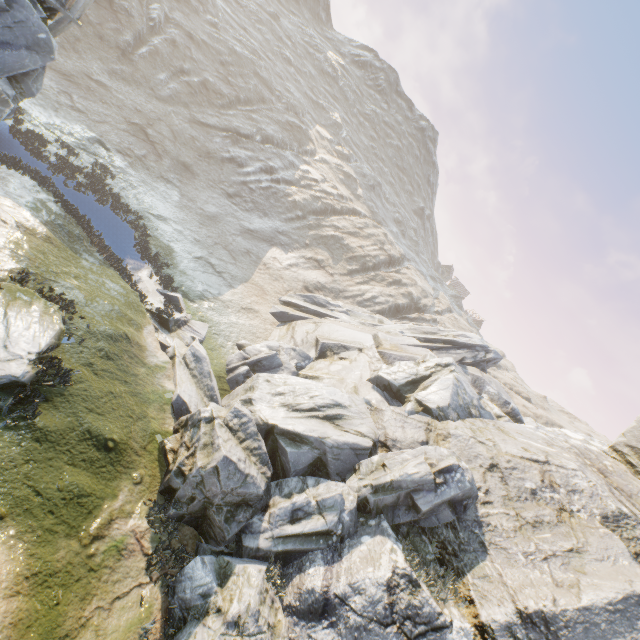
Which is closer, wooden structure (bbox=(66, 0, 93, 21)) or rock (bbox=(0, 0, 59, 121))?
rock (bbox=(0, 0, 59, 121))

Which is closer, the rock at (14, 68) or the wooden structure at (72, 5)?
the rock at (14, 68)

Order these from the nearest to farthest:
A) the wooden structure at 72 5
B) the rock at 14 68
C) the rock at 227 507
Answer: the rock at 227 507, the rock at 14 68, the wooden structure at 72 5

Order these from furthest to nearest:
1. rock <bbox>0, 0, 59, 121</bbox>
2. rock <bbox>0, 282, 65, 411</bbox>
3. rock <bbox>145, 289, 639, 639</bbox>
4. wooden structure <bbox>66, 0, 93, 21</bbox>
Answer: wooden structure <bbox>66, 0, 93, 21</bbox> → rock <bbox>0, 0, 59, 121</bbox> → rock <bbox>145, 289, 639, 639</bbox> → rock <bbox>0, 282, 65, 411</bbox>

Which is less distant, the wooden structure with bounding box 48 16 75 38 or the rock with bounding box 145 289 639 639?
the rock with bounding box 145 289 639 639

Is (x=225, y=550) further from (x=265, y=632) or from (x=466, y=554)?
(x=466, y=554)

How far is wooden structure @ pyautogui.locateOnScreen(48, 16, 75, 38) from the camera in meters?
12.4
